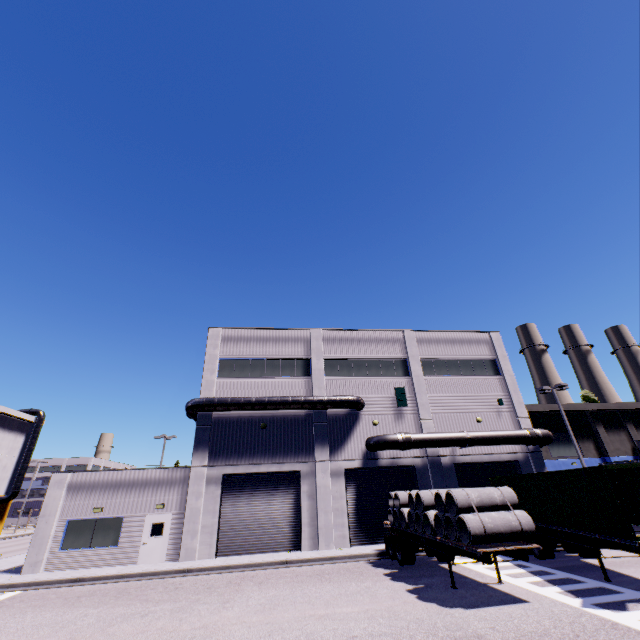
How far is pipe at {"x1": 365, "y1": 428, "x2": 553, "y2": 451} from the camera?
21.7 meters

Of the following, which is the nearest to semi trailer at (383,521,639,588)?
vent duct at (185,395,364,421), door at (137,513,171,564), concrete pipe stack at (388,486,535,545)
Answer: concrete pipe stack at (388,486,535,545)

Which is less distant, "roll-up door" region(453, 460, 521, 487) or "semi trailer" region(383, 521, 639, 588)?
"semi trailer" region(383, 521, 639, 588)

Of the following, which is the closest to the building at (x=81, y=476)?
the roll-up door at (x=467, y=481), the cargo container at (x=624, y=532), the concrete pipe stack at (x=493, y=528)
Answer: the roll-up door at (x=467, y=481)

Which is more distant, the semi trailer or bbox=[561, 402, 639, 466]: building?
bbox=[561, 402, 639, 466]: building

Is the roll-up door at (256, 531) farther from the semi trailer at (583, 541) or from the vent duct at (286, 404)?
the vent duct at (286, 404)

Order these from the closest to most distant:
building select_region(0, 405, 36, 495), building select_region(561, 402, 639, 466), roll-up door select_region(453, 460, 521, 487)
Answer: roll-up door select_region(453, 460, 521, 487) < building select_region(561, 402, 639, 466) < building select_region(0, 405, 36, 495)

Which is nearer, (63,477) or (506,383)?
(63,477)
